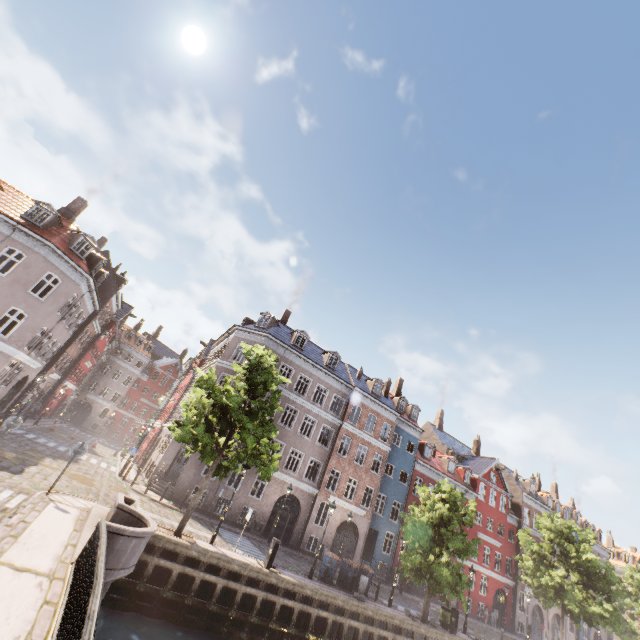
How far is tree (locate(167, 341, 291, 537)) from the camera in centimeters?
1451cm

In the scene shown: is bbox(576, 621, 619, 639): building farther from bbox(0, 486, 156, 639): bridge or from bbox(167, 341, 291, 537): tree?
bbox(0, 486, 156, 639): bridge

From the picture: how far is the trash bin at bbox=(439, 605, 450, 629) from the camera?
20.30m

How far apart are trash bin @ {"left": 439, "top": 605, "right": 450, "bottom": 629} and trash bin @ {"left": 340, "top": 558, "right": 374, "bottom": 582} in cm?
672

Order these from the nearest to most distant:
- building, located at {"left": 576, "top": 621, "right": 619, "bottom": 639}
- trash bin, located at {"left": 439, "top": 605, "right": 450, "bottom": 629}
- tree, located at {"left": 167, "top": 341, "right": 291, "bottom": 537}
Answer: tree, located at {"left": 167, "top": 341, "right": 291, "bottom": 537}, trash bin, located at {"left": 439, "top": 605, "right": 450, "bottom": 629}, building, located at {"left": 576, "top": 621, "right": 619, "bottom": 639}

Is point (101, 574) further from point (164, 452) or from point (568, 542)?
point (568, 542)

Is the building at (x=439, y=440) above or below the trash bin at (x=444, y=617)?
above

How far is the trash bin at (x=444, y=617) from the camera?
20.3m
